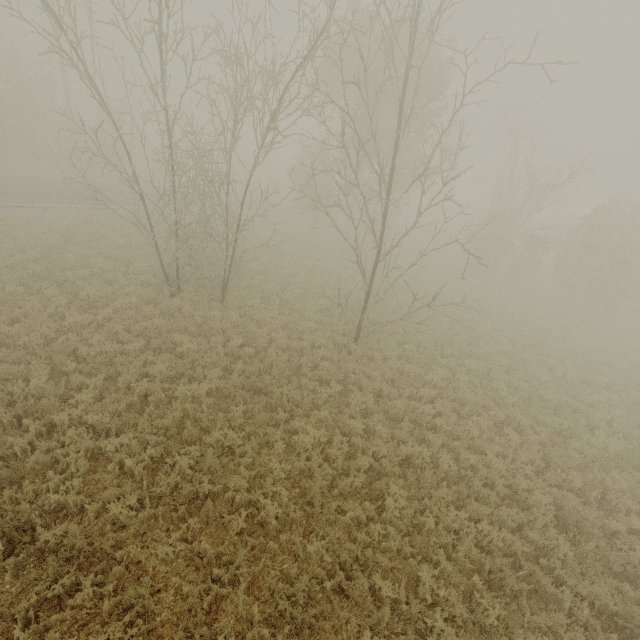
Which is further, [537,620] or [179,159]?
[179,159]
